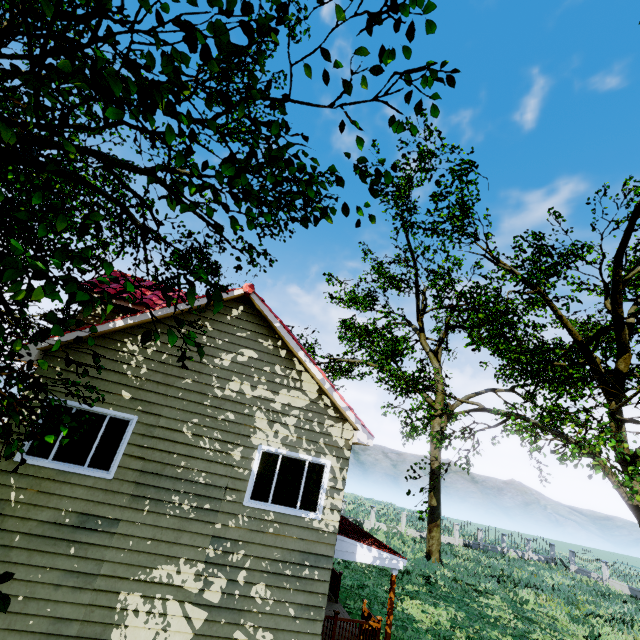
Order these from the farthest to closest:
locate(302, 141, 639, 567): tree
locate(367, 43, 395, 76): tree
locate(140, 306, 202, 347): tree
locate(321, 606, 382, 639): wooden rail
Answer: locate(302, 141, 639, 567): tree < locate(321, 606, 382, 639): wooden rail < locate(367, 43, 395, 76): tree < locate(140, 306, 202, 347): tree

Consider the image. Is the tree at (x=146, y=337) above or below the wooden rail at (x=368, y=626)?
above

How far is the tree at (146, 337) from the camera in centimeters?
176cm

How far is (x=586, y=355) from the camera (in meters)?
14.77

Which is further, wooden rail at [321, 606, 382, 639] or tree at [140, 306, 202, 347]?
wooden rail at [321, 606, 382, 639]

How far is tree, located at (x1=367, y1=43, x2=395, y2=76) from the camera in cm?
227

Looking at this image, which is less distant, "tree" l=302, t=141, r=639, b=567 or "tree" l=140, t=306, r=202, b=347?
"tree" l=140, t=306, r=202, b=347
